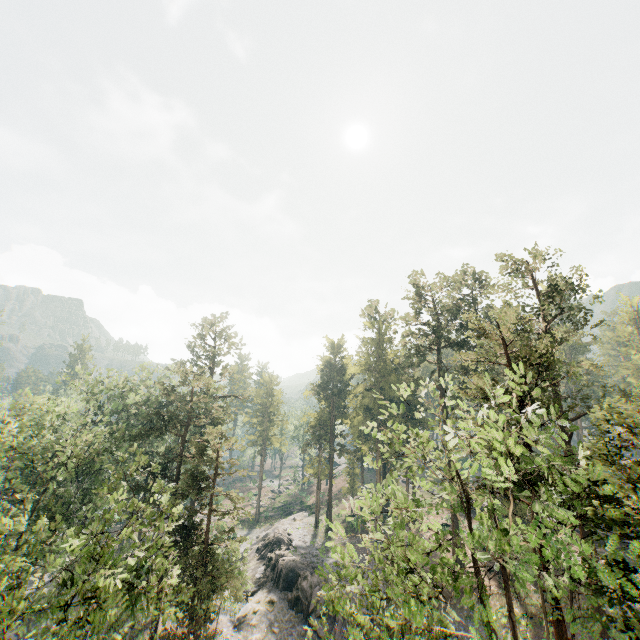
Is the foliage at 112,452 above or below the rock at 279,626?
above

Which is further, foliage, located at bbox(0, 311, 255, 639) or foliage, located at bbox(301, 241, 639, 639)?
foliage, located at bbox(0, 311, 255, 639)

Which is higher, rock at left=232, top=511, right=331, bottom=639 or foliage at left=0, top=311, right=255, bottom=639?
foliage at left=0, top=311, right=255, bottom=639

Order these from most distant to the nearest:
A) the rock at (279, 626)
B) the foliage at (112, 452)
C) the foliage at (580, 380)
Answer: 1. the rock at (279, 626)
2. the foliage at (112, 452)
3. the foliage at (580, 380)

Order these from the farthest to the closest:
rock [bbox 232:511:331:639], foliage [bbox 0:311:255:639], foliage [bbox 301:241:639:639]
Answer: rock [bbox 232:511:331:639] → foliage [bbox 0:311:255:639] → foliage [bbox 301:241:639:639]

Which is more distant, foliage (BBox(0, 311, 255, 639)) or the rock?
the rock

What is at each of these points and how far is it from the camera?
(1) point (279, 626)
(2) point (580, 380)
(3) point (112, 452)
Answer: (1) rock, 30.48m
(2) foliage, 59.41m
(3) foliage, 26.89m
